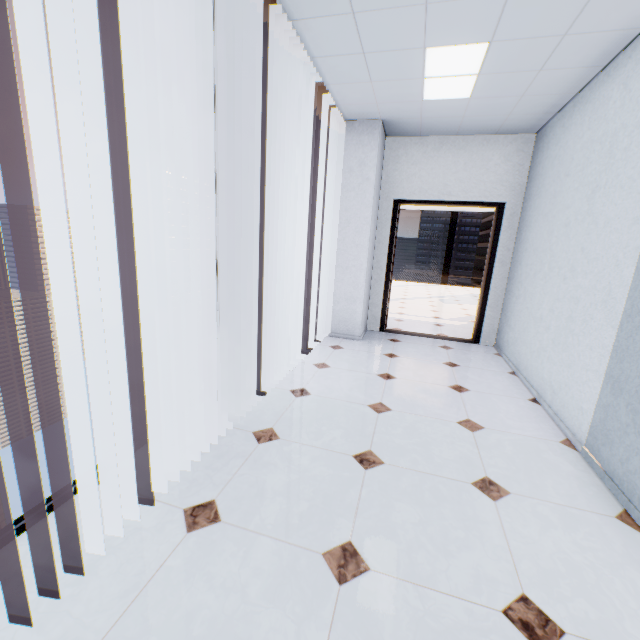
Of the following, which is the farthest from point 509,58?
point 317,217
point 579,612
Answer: point 579,612

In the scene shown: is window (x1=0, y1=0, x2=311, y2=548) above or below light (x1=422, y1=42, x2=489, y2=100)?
below

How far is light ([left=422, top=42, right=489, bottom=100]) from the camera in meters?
2.6 m

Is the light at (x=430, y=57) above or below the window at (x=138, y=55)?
above

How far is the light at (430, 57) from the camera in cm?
263

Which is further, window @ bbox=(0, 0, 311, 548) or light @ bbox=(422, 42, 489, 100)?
light @ bbox=(422, 42, 489, 100)
